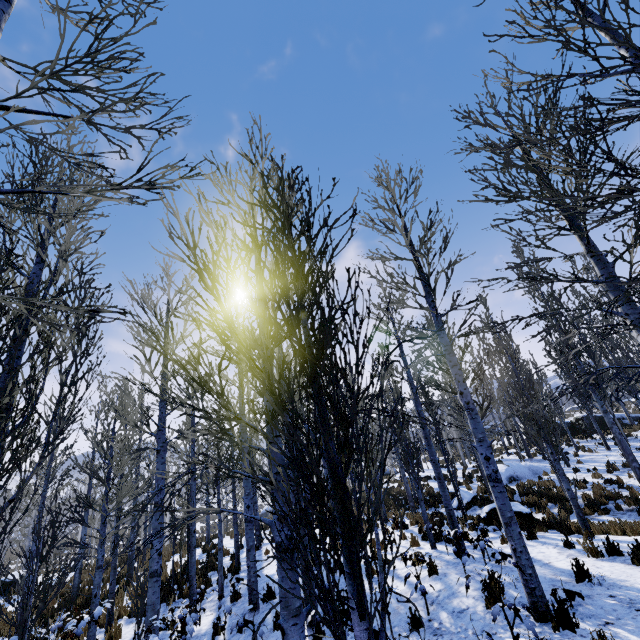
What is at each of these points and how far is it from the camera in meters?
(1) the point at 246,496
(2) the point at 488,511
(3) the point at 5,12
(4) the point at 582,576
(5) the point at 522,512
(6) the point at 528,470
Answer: (1) instancedfoliageactor, 9.3 m
(2) rock, 12.2 m
(3) instancedfoliageactor, 2.2 m
(4) instancedfoliageactor, 6.0 m
(5) rock, 11.6 m
(6) rock, 19.0 m

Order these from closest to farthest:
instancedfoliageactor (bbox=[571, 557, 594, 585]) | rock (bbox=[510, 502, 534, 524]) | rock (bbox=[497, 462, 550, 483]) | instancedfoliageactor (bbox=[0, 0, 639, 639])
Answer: instancedfoliageactor (bbox=[0, 0, 639, 639])
instancedfoliageactor (bbox=[571, 557, 594, 585])
rock (bbox=[510, 502, 534, 524])
rock (bbox=[497, 462, 550, 483])

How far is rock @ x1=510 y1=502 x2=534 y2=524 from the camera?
11.4 meters

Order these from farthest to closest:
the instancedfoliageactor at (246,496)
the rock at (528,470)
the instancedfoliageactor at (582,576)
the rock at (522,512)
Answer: the rock at (528,470), the rock at (522,512), the instancedfoliageactor at (582,576), the instancedfoliageactor at (246,496)

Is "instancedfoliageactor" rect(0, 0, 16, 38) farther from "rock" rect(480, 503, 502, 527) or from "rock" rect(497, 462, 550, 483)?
"rock" rect(480, 503, 502, 527)

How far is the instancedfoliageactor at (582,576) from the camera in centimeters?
584cm

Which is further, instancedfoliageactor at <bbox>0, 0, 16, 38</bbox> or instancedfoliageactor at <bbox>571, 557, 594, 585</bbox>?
instancedfoliageactor at <bbox>571, 557, 594, 585</bbox>

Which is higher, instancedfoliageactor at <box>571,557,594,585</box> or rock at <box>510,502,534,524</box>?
rock at <box>510,502,534,524</box>
